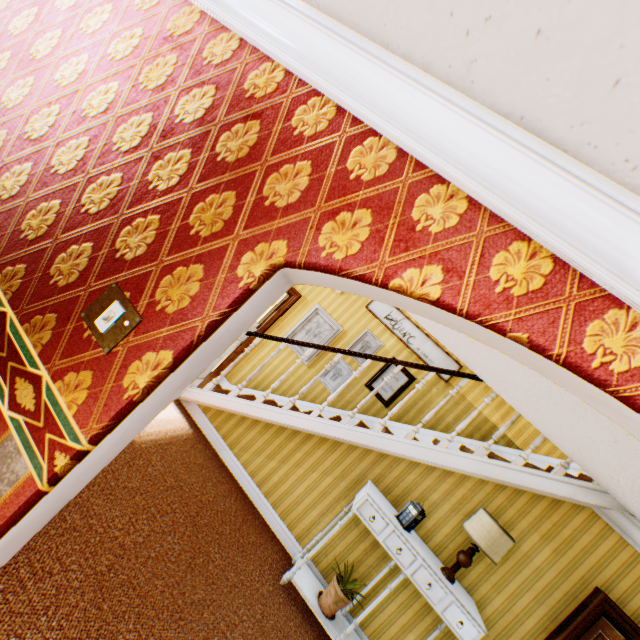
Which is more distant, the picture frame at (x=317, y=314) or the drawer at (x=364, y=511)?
the picture frame at (x=317, y=314)

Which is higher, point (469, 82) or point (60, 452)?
point (469, 82)

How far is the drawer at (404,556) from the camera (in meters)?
3.28

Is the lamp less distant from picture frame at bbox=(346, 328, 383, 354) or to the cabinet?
the cabinet

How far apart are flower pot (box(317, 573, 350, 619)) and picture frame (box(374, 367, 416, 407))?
2.63m

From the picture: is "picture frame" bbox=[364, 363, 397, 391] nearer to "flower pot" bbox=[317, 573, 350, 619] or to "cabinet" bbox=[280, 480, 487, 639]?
"cabinet" bbox=[280, 480, 487, 639]

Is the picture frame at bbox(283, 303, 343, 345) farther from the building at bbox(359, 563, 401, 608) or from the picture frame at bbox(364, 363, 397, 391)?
the picture frame at bbox(364, 363, 397, 391)

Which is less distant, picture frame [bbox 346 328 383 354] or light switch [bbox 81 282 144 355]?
light switch [bbox 81 282 144 355]
